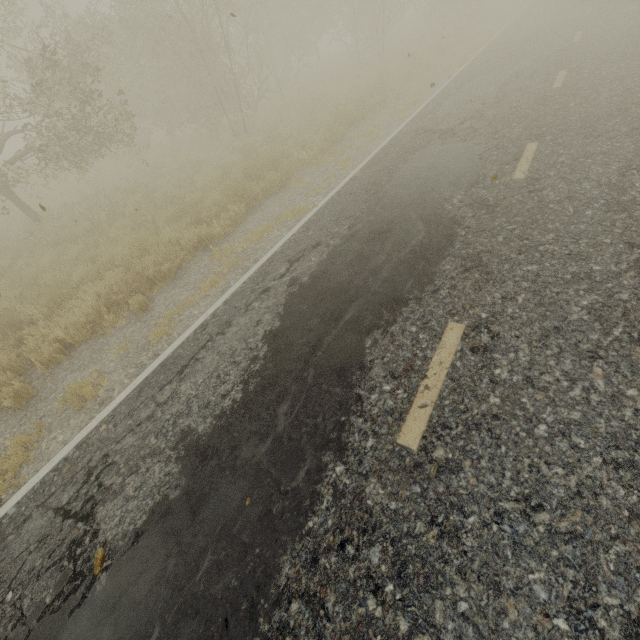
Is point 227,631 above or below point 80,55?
below
